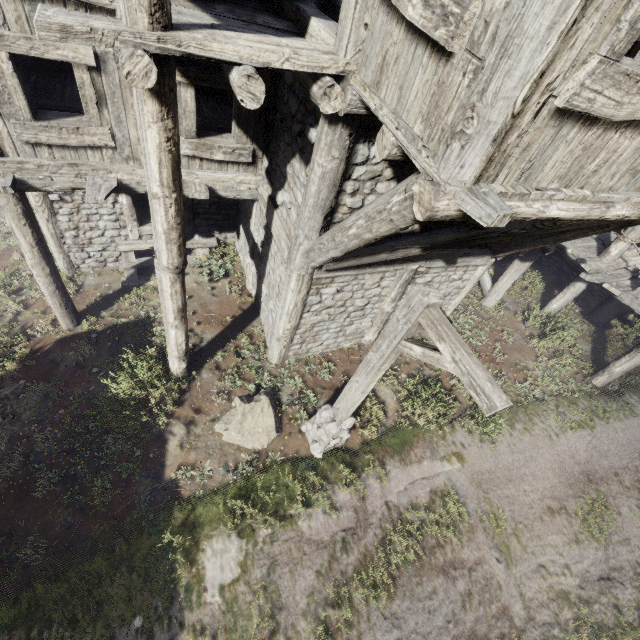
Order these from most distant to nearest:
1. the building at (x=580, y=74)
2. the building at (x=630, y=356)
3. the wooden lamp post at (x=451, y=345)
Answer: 1. the building at (x=630, y=356)
2. the wooden lamp post at (x=451, y=345)
3. the building at (x=580, y=74)

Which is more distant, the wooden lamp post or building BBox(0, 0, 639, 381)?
the wooden lamp post

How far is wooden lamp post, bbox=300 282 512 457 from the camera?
3.2 meters

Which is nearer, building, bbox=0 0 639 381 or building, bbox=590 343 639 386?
building, bbox=0 0 639 381

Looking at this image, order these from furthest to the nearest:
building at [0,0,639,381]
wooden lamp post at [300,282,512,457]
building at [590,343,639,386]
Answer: building at [590,343,639,386] < wooden lamp post at [300,282,512,457] < building at [0,0,639,381]

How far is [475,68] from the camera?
2.4 meters

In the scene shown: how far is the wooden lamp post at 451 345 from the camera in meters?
3.2 m
